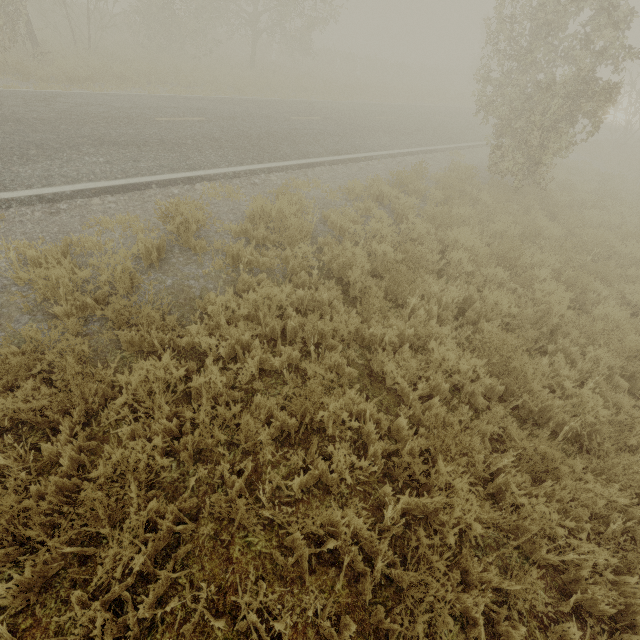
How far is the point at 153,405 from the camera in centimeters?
333cm
